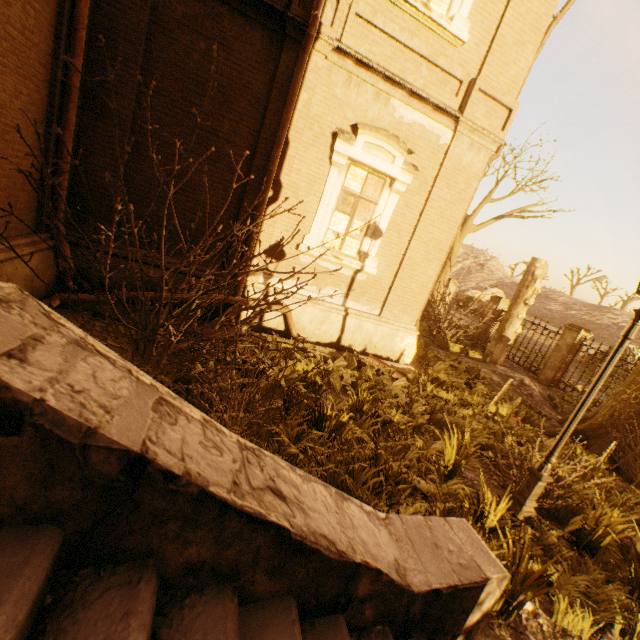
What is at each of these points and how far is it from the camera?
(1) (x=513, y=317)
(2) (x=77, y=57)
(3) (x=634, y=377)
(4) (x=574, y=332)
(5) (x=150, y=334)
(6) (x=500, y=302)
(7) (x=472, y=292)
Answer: (1) tree, 12.8 meters
(2) drain pipe, 4.7 meters
(3) tree, 7.3 meters
(4) fence column, 12.4 meters
(5) bush, 3.6 meters
(6) fence column, 15.8 meters
(7) rock, 31.2 meters

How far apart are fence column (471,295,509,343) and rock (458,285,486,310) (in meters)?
15.86

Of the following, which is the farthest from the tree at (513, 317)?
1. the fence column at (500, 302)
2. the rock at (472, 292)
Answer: the rock at (472, 292)

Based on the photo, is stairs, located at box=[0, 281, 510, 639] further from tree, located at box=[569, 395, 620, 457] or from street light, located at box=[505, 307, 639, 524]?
tree, located at box=[569, 395, 620, 457]

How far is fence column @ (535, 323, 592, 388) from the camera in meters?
12.3 m

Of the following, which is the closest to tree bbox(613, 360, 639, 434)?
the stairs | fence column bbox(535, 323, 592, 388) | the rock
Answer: the stairs

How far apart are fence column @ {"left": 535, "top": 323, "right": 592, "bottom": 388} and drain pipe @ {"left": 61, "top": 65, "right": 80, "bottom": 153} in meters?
15.5 m

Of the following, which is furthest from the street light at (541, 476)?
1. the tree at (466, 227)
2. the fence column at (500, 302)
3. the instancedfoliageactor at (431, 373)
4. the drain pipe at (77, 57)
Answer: the fence column at (500, 302)
